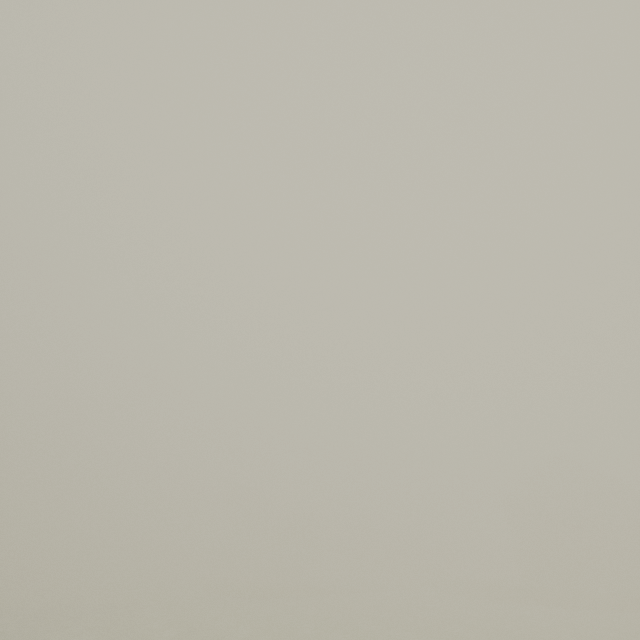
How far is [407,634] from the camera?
24.00m
